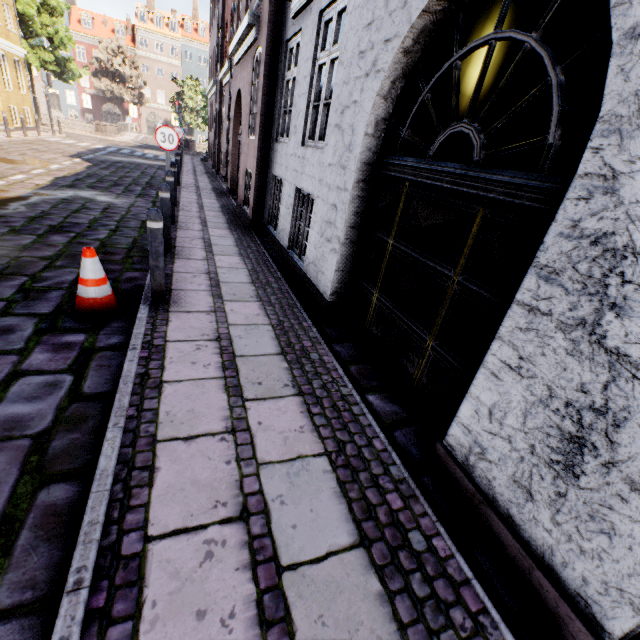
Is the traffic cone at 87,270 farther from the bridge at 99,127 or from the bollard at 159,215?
the bridge at 99,127

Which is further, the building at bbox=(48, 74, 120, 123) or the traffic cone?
the building at bbox=(48, 74, 120, 123)

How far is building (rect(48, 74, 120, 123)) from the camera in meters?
46.5

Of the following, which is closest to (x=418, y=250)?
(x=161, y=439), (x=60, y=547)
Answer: (x=161, y=439)

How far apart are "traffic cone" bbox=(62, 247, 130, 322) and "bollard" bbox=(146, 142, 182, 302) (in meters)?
1.75

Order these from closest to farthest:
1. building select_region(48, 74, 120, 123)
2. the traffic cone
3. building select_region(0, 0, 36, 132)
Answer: the traffic cone
building select_region(0, 0, 36, 132)
building select_region(48, 74, 120, 123)

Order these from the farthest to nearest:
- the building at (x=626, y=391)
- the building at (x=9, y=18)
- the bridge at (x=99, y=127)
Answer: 1. the bridge at (x=99, y=127)
2. the building at (x=9, y=18)
3. the building at (x=626, y=391)

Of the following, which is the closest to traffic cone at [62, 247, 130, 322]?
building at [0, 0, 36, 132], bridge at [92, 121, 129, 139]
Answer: building at [0, 0, 36, 132]
